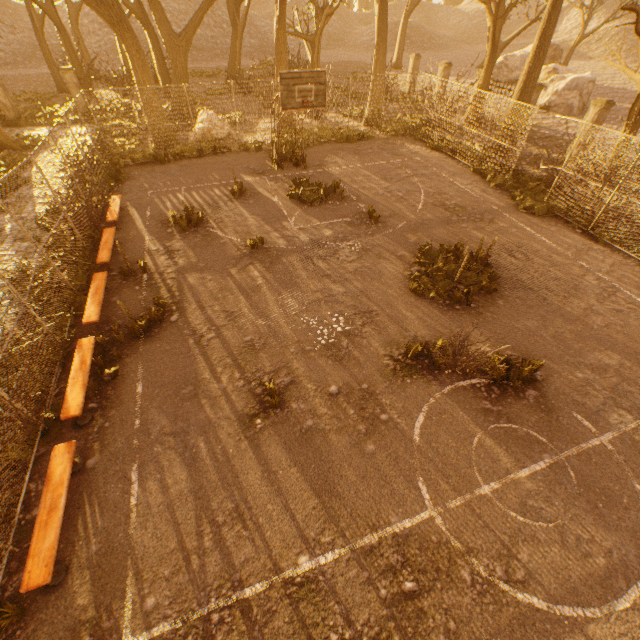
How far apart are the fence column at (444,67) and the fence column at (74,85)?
Answer: 23.5 meters

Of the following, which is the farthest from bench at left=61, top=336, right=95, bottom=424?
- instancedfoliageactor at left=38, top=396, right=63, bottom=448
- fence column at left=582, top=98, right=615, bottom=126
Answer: fence column at left=582, top=98, right=615, bottom=126

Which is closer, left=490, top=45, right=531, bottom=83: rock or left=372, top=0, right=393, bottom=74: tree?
left=372, top=0, right=393, bottom=74: tree

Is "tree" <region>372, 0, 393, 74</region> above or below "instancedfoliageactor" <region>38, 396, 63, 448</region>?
above

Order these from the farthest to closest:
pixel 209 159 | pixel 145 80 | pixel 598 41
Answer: pixel 598 41
pixel 209 159
pixel 145 80

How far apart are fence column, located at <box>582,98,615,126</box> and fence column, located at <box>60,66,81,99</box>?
27.9 meters

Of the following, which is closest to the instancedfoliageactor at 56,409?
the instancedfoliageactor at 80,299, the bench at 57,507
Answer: the bench at 57,507

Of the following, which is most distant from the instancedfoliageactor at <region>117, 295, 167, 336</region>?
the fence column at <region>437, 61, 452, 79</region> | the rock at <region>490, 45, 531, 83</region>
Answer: the rock at <region>490, 45, 531, 83</region>
